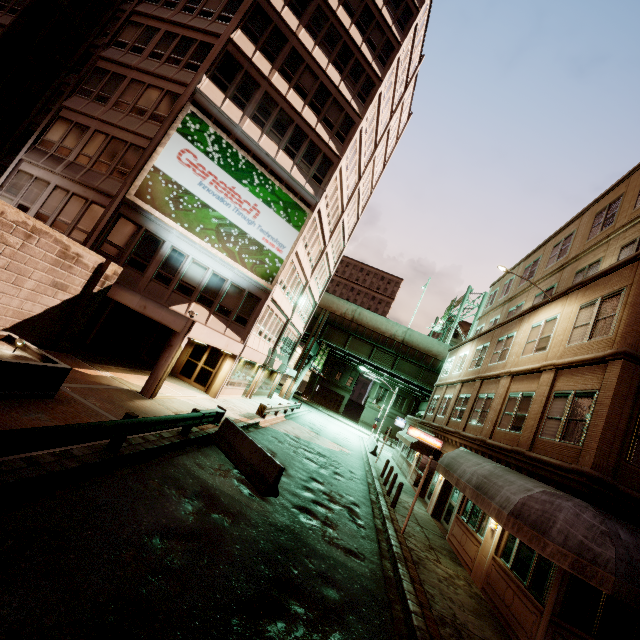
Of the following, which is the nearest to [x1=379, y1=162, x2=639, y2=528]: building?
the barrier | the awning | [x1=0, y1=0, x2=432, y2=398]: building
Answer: the awning

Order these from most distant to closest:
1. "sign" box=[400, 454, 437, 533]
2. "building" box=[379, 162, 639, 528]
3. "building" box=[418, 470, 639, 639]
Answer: "sign" box=[400, 454, 437, 533]
"building" box=[379, 162, 639, 528]
"building" box=[418, 470, 639, 639]

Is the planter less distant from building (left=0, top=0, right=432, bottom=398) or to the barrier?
building (left=0, top=0, right=432, bottom=398)

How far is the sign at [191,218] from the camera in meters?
16.8

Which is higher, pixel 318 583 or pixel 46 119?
pixel 46 119

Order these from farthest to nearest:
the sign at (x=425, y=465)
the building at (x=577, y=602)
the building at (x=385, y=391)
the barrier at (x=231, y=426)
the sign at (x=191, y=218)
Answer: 1. the building at (x=385, y=391)
2. the sign at (x=191, y=218)
3. the sign at (x=425, y=465)
4. the barrier at (x=231, y=426)
5. the building at (x=577, y=602)

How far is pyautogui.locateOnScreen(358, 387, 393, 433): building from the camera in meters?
58.8 m

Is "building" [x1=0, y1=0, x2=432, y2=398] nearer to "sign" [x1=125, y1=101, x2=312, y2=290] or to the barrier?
"sign" [x1=125, y1=101, x2=312, y2=290]
